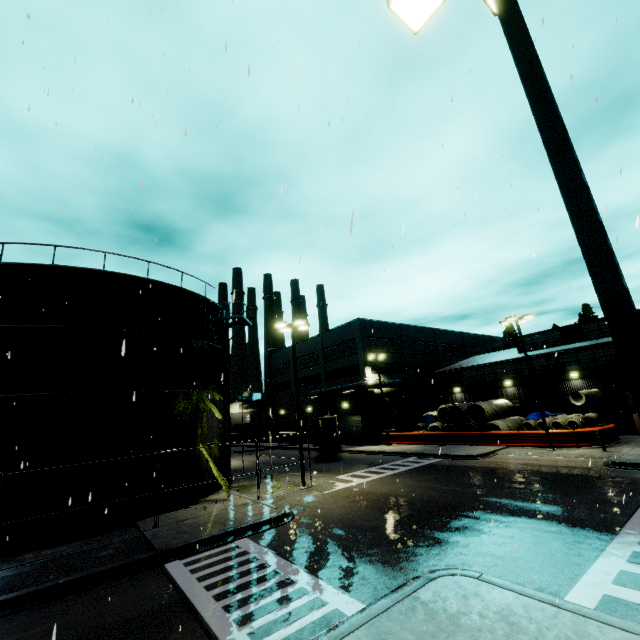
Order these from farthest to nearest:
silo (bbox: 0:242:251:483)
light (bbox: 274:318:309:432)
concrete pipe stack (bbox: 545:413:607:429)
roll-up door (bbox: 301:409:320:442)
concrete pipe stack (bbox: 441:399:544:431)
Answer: roll-up door (bbox: 301:409:320:442)
concrete pipe stack (bbox: 441:399:544:431)
concrete pipe stack (bbox: 545:413:607:429)
light (bbox: 274:318:309:432)
silo (bbox: 0:242:251:483)

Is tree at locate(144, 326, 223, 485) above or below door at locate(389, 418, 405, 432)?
above

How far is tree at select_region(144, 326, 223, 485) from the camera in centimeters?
1750cm

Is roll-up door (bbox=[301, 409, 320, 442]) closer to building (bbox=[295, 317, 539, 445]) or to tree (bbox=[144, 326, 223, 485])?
building (bbox=[295, 317, 539, 445])

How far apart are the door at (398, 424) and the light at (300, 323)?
21.7 meters

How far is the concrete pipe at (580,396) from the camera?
25.3 meters

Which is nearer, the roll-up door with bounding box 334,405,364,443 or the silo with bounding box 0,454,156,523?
the silo with bounding box 0,454,156,523

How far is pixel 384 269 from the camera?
8.6m
